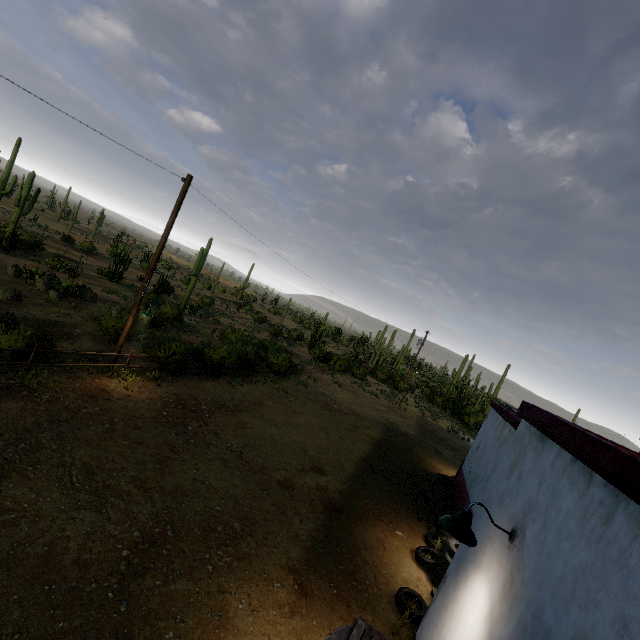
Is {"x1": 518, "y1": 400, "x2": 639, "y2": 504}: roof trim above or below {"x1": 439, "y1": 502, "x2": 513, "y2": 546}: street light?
above

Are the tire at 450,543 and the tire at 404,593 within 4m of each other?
yes

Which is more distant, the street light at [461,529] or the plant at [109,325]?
the plant at [109,325]

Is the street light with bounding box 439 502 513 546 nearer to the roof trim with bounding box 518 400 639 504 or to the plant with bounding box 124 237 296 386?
the roof trim with bounding box 518 400 639 504

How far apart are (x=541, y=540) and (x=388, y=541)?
6.7 meters

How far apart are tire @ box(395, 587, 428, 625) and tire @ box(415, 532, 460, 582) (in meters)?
0.52

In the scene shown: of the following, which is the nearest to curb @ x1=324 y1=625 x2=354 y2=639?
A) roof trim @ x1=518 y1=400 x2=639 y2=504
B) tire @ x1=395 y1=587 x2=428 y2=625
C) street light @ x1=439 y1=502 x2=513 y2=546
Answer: tire @ x1=395 y1=587 x2=428 y2=625

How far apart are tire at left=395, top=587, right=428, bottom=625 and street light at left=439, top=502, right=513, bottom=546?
3.53m
